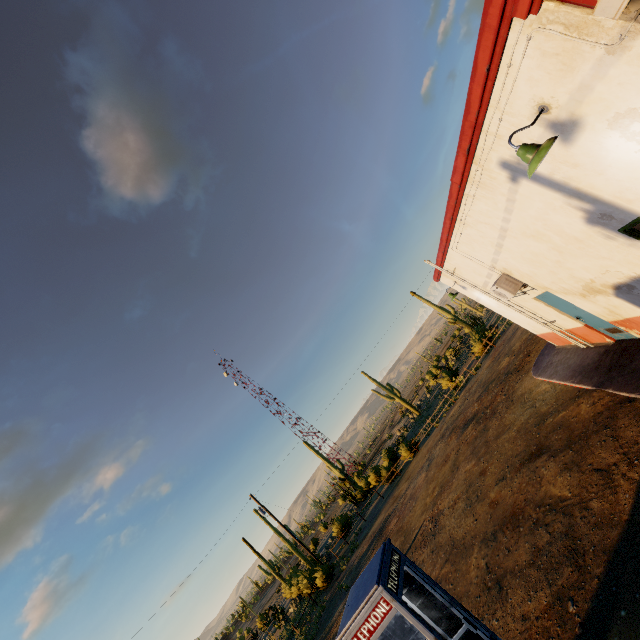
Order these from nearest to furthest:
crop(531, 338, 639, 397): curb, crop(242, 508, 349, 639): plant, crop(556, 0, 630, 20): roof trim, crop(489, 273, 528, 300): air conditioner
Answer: crop(556, 0, 630, 20): roof trim
crop(531, 338, 639, 397): curb
crop(489, 273, 528, 300): air conditioner
crop(242, 508, 349, 639): plant

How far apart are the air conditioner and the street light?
5.19m

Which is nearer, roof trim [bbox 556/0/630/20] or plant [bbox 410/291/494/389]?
roof trim [bbox 556/0/630/20]

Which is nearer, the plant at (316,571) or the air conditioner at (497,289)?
the air conditioner at (497,289)

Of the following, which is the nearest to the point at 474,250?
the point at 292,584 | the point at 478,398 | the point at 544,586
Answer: the point at 544,586

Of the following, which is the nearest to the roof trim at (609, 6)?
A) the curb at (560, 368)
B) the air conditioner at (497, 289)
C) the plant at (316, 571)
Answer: the air conditioner at (497, 289)

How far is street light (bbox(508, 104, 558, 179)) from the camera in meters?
3.3

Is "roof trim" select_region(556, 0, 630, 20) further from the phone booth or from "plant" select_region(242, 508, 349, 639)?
"plant" select_region(242, 508, 349, 639)
